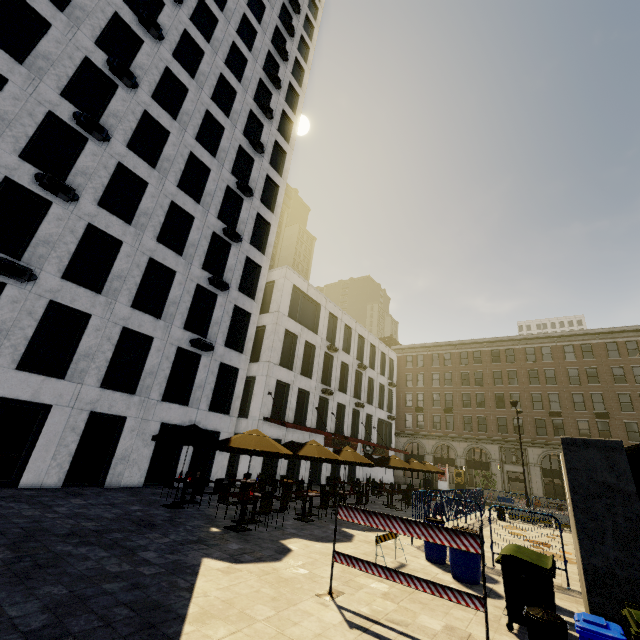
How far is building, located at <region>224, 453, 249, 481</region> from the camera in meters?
20.5 m

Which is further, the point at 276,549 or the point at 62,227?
the point at 62,227

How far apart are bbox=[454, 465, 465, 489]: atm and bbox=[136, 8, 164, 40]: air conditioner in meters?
48.4

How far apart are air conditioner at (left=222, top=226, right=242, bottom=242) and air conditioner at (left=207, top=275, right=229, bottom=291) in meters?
3.2 m

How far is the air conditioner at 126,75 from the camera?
15.9 meters

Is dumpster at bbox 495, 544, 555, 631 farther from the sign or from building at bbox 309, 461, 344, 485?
the sign

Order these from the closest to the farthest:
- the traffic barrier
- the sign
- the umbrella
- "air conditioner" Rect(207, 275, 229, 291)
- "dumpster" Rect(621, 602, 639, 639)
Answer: "dumpster" Rect(621, 602, 639, 639), the traffic barrier, the umbrella, "air conditioner" Rect(207, 275, 229, 291), the sign

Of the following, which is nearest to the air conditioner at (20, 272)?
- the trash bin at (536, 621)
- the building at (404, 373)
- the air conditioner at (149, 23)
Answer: the air conditioner at (149, 23)
